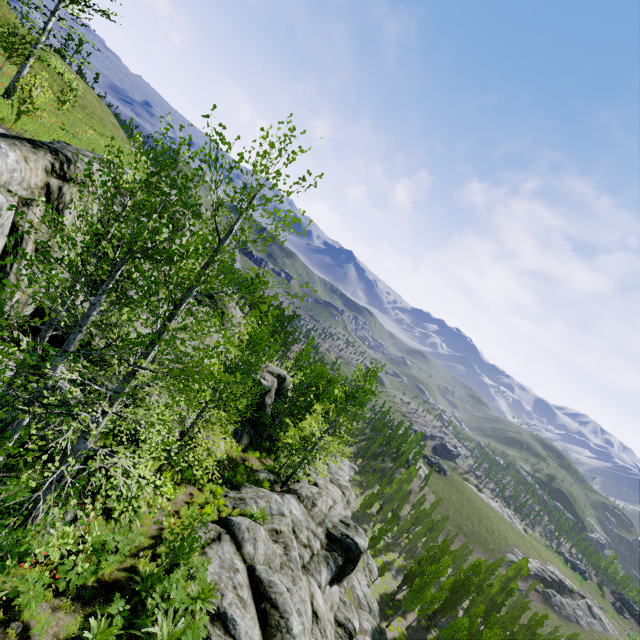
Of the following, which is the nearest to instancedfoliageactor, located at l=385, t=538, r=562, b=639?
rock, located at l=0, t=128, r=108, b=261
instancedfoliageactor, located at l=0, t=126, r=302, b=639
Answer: rock, located at l=0, t=128, r=108, b=261

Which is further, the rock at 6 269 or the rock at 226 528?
the rock at 226 528

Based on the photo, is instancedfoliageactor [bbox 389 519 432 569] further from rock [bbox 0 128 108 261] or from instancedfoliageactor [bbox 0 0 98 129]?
instancedfoliageactor [bbox 0 0 98 129]

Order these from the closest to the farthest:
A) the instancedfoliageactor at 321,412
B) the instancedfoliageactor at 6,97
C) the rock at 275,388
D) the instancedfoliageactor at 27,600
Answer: the instancedfoliageactor at 27,600 < the instancedfoliageactor at 6,97 < the instancedfoliageactor at 321,412 < the rock at 275,388

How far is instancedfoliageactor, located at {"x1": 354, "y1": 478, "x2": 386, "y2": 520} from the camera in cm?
5341

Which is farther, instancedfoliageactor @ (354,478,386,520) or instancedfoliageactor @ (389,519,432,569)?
instancedfoliageactor @ (389,519,432,569)

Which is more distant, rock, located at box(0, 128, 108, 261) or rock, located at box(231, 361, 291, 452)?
rock, located at box(231, 361, 291, 452)

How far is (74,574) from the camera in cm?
756
